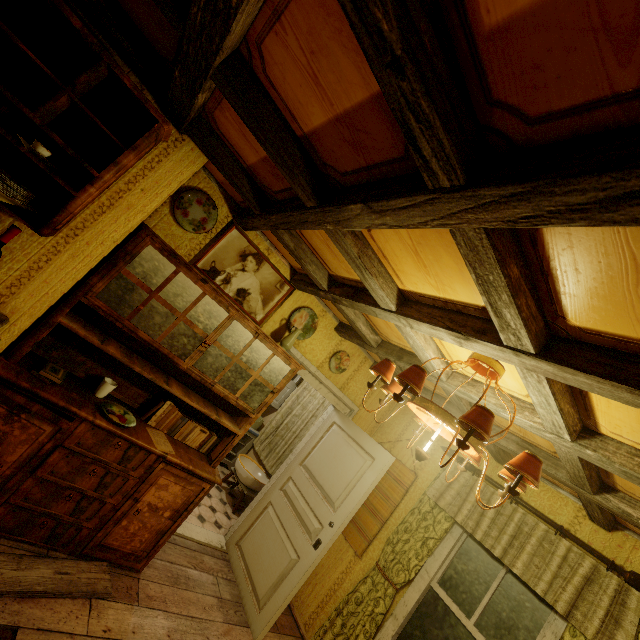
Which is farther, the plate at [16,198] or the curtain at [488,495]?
the curtain at [488,495]

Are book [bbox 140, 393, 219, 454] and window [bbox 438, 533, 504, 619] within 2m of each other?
no

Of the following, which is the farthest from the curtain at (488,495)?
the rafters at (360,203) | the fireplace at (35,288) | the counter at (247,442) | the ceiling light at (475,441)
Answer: the fireplace at (35,288)

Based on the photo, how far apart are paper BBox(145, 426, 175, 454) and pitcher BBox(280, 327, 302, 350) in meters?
1.3 m

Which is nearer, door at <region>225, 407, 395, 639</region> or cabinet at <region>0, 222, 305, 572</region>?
cabinet at <region>0, 222, 305, 572</region>

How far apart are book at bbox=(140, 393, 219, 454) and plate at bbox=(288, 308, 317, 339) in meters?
1.3 m

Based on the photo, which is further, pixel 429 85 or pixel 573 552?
pixel 573 552

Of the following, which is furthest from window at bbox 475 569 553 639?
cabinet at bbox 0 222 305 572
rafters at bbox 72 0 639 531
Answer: cabinet at bbox 0 222 305 572
